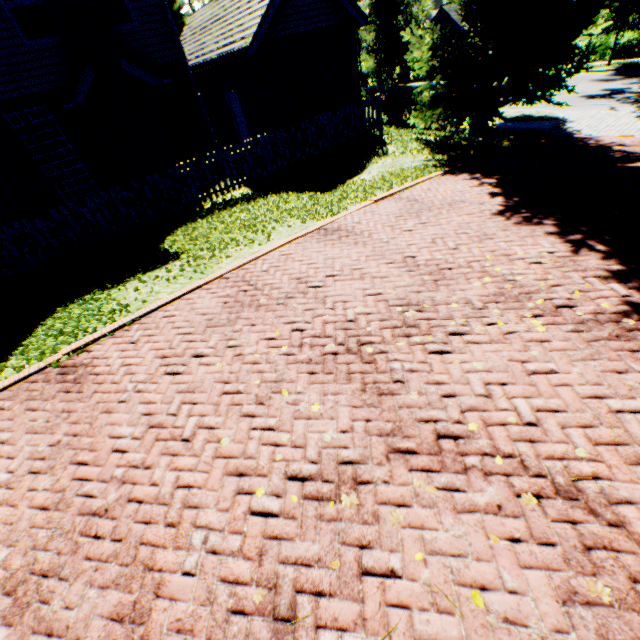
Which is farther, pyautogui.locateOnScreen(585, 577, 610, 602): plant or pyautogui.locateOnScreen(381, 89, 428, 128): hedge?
pyautogui.locateOnScreen(381, 89, 428, 128): hedge

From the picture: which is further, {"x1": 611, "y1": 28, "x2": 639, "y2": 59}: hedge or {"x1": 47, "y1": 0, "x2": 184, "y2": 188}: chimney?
{"x1": 611, "y1": 28, "x2": 639, "y2": 59}: hedge

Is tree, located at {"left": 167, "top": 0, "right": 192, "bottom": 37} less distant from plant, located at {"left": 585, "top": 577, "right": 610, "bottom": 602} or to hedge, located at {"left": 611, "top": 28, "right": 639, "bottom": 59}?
hedge, located at {"left": 611, "top": 28, "right": 639, "bottom": 59}

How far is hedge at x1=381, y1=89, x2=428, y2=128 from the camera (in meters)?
16.22

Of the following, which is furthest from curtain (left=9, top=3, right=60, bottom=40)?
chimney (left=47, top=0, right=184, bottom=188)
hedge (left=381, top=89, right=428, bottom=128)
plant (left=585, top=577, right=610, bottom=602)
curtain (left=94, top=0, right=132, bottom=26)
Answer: plant (left=585, top=577, right=610, bottom=602)

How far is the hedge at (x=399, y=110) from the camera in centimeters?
1622cm

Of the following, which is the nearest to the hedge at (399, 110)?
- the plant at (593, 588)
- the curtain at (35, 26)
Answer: the curtain at (35, 26)

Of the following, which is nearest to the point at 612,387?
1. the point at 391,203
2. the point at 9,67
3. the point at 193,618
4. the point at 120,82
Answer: the point at 193,618
